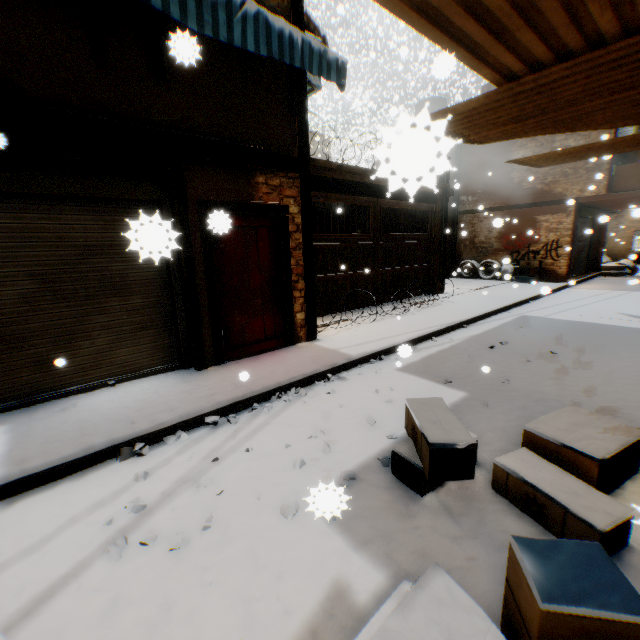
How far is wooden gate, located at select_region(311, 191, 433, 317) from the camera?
8.0 meters

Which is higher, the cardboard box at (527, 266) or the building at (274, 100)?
the building at (274, 100)

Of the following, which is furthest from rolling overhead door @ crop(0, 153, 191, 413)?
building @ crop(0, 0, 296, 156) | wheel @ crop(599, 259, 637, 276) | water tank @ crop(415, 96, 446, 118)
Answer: wheel @ crop(599, 259, 637, 276)

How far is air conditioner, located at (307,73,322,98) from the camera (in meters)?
5.82

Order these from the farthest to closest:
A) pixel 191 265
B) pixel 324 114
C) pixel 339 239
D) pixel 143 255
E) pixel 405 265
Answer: pixel 324 114, pixel 405 265, pixel 339 239, pixel 191 265, pixel 143 255

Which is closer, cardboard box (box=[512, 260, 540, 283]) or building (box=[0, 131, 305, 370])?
building (box=[0, 131, 305, 370])

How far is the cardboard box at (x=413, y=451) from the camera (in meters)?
2.32

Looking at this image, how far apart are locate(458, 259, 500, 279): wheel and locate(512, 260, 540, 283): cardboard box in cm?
43
